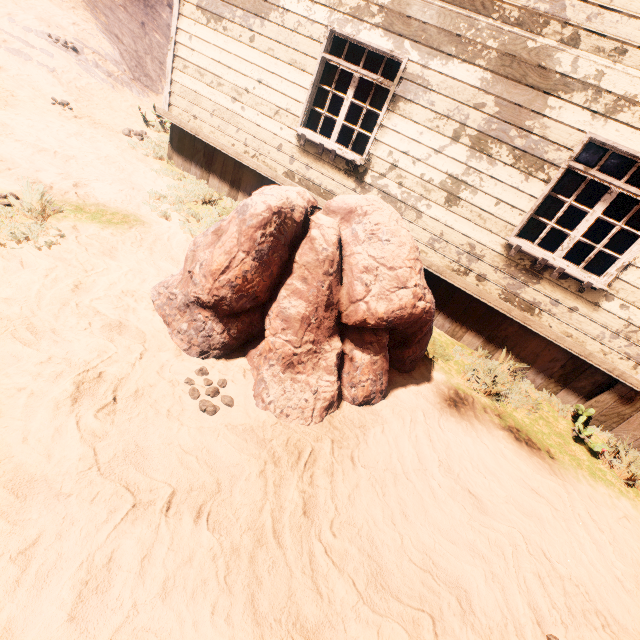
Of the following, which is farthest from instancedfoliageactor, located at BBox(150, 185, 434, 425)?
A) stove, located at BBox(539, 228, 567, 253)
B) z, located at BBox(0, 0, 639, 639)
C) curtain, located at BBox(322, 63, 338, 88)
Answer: stove, located at BBox(539, 228, 567, 253)

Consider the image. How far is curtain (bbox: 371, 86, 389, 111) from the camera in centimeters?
505cm

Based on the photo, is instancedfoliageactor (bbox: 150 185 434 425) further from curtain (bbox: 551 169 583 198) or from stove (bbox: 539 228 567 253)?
stove (bbox: 539 228 567 253)

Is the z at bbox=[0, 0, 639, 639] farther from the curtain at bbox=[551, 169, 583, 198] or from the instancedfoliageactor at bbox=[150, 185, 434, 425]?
the curtain at bbox=[551, 169, 583, 198]

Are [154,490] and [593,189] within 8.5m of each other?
no

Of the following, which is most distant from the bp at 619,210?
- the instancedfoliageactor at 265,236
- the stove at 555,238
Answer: the stove at 555,238

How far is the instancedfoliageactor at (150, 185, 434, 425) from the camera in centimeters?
305cm

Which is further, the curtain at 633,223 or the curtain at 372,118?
the curtain at 372,118
